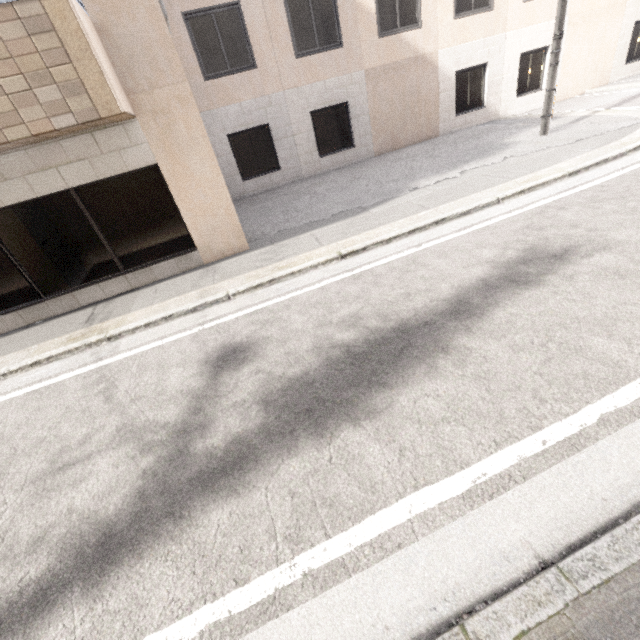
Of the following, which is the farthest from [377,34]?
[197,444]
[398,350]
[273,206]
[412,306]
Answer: [197,444]

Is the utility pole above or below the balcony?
below

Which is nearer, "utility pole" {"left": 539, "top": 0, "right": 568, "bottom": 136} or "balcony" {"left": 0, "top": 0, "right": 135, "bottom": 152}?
"balcony" {"left": 0, "top": 0, "right": 135, "bottom": 152}

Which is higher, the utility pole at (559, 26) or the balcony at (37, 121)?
the balcony at (37, 121)

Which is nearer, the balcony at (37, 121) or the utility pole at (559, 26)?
the balcony at (37, 121)
